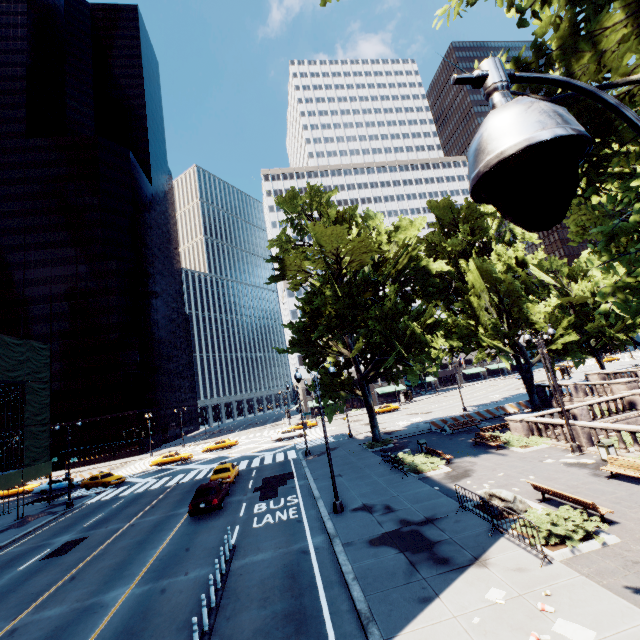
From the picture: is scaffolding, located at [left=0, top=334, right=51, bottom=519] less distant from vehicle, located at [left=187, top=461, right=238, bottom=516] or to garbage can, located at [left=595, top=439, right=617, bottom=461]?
vehicle, located at [left=187, top=461, right=238, bottom=516]

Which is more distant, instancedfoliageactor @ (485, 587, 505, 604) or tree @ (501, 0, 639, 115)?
instancedfoliageactor @ (485, 587, 505, 604)

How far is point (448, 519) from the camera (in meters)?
13.09

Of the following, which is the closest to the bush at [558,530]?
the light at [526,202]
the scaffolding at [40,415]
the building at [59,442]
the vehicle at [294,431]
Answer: the light at [526,202]

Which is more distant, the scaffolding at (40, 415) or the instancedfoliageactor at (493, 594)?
the scaffolding at (40, 415)

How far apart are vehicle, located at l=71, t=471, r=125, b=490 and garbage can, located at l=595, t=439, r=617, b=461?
42.0m

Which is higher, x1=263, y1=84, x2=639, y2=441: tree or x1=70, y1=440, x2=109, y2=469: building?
x1=263, y1=84, x2=639, y2=441: tree

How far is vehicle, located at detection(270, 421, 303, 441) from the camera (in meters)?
45.44
